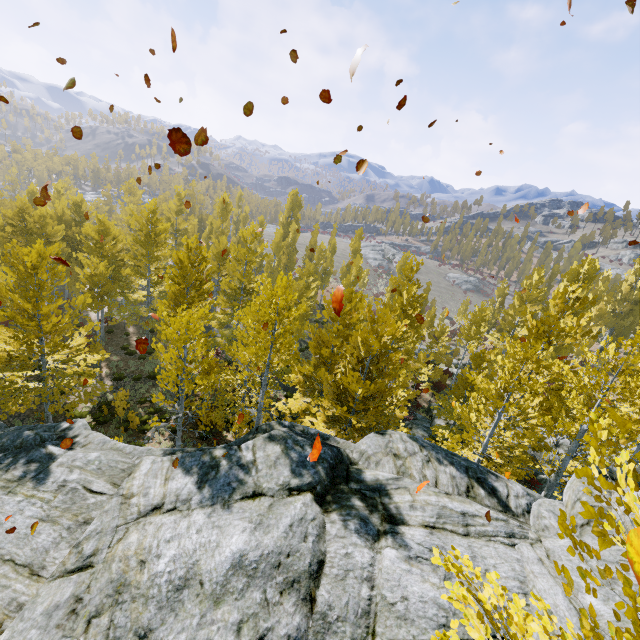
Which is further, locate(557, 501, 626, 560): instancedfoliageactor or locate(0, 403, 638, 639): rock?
locate(0, 403, 638, 639): rock

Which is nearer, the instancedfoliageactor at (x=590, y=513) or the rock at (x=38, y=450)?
the instancedfoliageactor at (x=590, y=513)

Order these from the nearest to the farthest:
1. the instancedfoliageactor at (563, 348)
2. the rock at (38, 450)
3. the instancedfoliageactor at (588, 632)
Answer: the instancedfoliageactor at (588, 632)
the rock at (38, 450)
the instancedfoliageactor at (563, 348)

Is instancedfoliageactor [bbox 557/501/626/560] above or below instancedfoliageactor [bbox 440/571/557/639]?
above

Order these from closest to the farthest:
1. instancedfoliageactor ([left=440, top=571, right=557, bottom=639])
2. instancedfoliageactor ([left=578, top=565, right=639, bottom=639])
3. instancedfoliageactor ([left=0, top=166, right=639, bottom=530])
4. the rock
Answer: instancedfoliageactor ([left=578, top=565, right=639, bottom=639]) → instancedfoliageactor ([left=440, top=571, right=557, bottom=639]) → the rock → instancedfoliageactor ([left=0, top=166, right=639, bottom=530])

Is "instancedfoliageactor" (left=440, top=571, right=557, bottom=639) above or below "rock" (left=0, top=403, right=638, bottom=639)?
above

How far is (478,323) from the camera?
26.3m

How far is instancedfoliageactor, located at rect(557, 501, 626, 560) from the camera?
1.81m
